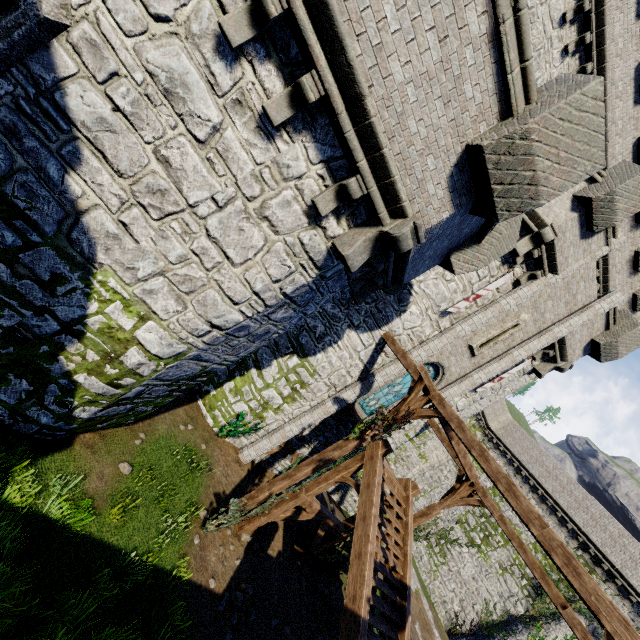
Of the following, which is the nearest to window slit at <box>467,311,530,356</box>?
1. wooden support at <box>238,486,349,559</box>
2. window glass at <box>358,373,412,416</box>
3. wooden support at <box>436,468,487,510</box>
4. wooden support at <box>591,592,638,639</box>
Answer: window glass at <box>358,373,412,416</box>

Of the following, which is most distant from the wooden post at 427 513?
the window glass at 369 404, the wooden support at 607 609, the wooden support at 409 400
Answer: the wooden support at 607 609

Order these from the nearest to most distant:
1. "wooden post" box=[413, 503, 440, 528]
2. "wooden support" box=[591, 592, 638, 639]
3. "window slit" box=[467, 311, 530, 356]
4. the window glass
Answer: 1. "wooden support" box=[591, 592, 638, 639]
2. "wooden post" box=[413, 503, 440, 528]
3. "window slit" box=[467, 311, 530, 356]
4. the window glass

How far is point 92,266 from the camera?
5.21m

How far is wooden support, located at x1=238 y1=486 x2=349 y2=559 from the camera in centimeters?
1042cm

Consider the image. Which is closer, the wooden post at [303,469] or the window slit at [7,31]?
the window slit at [7,31]

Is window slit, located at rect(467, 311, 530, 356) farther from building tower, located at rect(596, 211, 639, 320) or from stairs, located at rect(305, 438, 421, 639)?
stairs, located at rect(305, 438, 421, 639)

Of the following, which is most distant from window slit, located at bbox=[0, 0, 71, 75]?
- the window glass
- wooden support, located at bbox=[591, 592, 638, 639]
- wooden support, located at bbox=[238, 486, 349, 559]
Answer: the window glass
